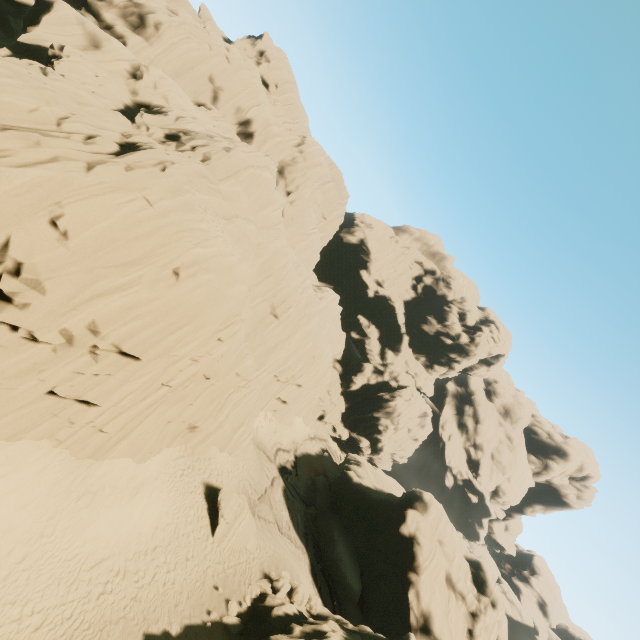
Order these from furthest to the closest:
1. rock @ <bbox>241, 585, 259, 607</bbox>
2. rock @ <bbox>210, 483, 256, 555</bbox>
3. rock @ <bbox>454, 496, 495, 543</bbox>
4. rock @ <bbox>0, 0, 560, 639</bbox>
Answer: rock @ <bbox>454, 496, 495, 543</bbox> → rock @ <bbox>210, 483, 256, 555</bbox> → rock @ <bbox>241, 585, 259, 607</bbox> → rock @ <bbox>0, 0, 560, 639</bbox>

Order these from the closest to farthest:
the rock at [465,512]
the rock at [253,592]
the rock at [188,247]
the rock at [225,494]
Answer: the rock at [188,247]
the rock at [253,592]
the rock at [225,494]
the rock at [465,512]

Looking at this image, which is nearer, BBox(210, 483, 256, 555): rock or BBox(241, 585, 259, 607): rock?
BBox(241, 585, 259, 607): rock

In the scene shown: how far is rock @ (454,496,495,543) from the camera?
58.10m

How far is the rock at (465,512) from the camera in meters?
58.1

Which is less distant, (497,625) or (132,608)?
(132,608)
